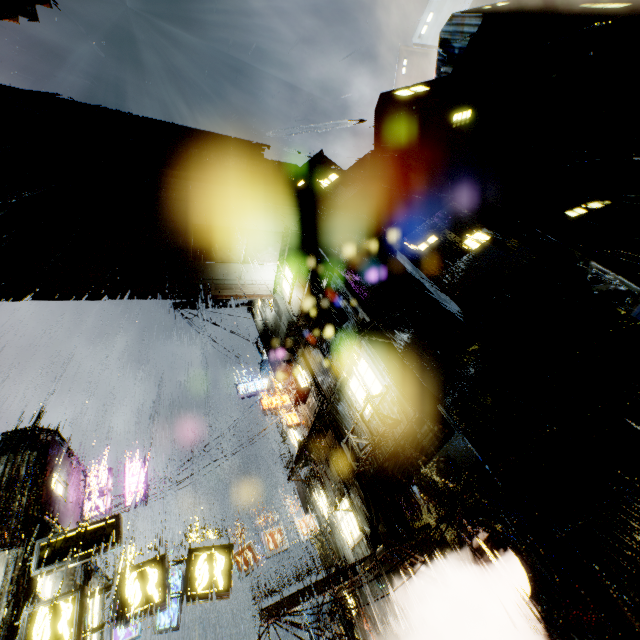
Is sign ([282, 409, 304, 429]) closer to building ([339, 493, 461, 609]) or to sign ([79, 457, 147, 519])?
building ([339, 493, 461, 609])

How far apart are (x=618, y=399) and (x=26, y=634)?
16.5m

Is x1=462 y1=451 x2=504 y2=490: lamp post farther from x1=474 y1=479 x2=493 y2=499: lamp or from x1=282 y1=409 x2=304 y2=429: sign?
x1=282 y1=409 x2=304 y2=429: sign

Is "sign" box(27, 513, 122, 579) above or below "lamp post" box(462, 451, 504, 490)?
above

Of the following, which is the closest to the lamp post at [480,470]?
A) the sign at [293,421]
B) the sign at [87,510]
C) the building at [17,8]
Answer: the building at [17,8]

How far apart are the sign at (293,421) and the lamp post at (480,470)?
10.57m

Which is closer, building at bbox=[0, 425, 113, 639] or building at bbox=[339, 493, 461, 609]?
building at bbox=[0, 425, 113, 639]

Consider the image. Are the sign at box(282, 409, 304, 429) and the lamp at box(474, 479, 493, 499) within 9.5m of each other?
no
